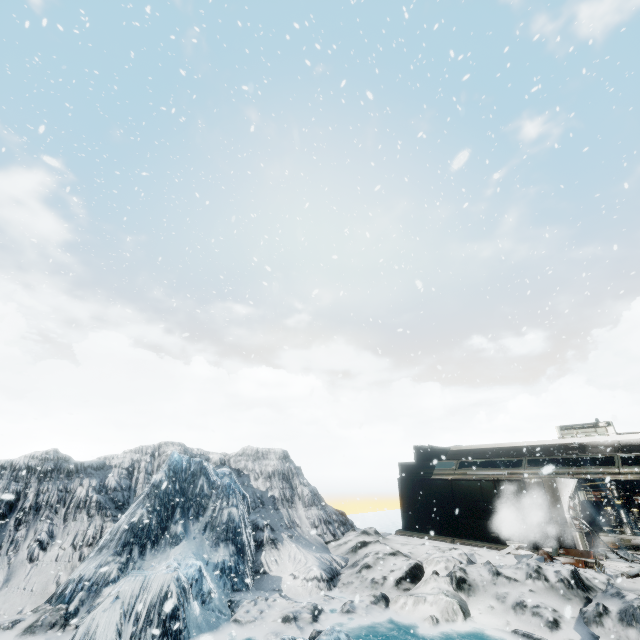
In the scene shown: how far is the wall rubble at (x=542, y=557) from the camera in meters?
11.6 m

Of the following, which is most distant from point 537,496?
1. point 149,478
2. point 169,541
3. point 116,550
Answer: point 149,478

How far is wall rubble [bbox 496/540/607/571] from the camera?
11.6 meters
